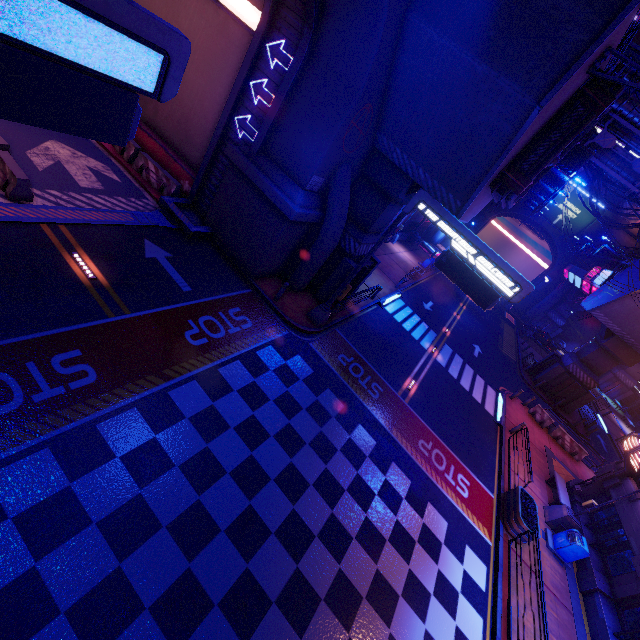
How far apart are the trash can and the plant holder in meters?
1.2 m

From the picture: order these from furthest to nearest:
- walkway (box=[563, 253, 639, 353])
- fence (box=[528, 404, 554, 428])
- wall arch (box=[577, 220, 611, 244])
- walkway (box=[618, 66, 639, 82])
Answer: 1. wall arch (box=[577, 220, 611, 244])
2. walkway (box=[563, 253, 639, 353])
3. fence (box=[528, 404, 554, 428])
4. walkway (box=[618, 66, 639, 82])

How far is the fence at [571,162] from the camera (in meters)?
14.57

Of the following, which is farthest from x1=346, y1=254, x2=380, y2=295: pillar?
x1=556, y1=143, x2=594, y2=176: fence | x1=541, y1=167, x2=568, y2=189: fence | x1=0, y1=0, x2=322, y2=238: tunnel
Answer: x1=541, y1=167, x2=568, y2=189: fence

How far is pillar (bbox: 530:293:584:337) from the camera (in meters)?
49.77

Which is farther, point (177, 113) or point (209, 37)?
point (177, 113)

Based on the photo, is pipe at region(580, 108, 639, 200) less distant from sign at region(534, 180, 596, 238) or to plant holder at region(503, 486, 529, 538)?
sign at region(534, 180, 596, 238)

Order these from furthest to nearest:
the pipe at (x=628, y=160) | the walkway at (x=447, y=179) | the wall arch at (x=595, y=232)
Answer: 1. the wall arch at (x=595, y=232)
2. the pipe at (x=628, y=160)
3. the walkway at (x=447, y=179)
